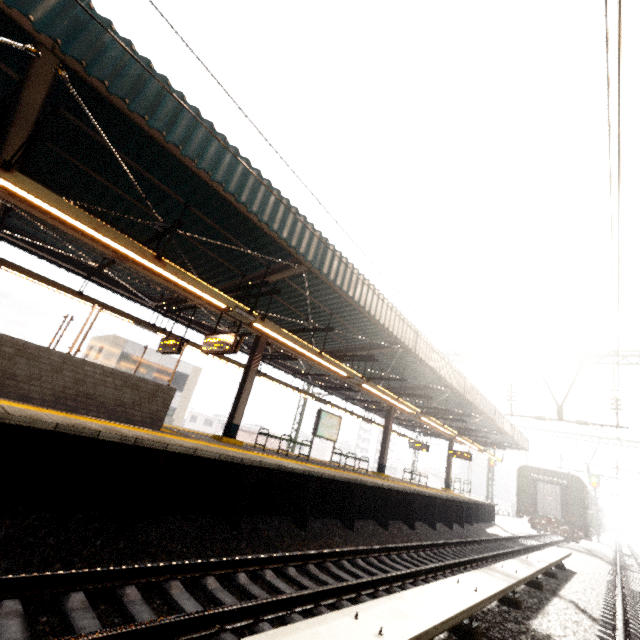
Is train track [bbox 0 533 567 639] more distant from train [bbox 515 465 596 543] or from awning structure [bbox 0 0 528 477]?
train [bbox 515 465 596 543]

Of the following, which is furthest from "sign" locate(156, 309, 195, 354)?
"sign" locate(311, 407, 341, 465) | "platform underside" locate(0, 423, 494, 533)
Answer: "sign" locate(311, 407, 341, 465)

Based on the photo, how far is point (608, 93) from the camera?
3.1 meters

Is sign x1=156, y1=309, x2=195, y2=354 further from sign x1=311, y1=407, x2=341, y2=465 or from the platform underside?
sign x1=311, y1=407, x2=341, y2=465

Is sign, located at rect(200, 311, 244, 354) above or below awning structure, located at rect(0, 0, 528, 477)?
below

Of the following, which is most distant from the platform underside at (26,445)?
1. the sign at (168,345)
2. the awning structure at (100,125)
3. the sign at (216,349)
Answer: the sign at (168,345)

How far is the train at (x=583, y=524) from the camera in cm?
2187

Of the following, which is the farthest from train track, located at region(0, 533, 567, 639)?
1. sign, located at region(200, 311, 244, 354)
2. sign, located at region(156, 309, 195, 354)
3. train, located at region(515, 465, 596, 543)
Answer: train, located at region(515, 465, 596, 543)
